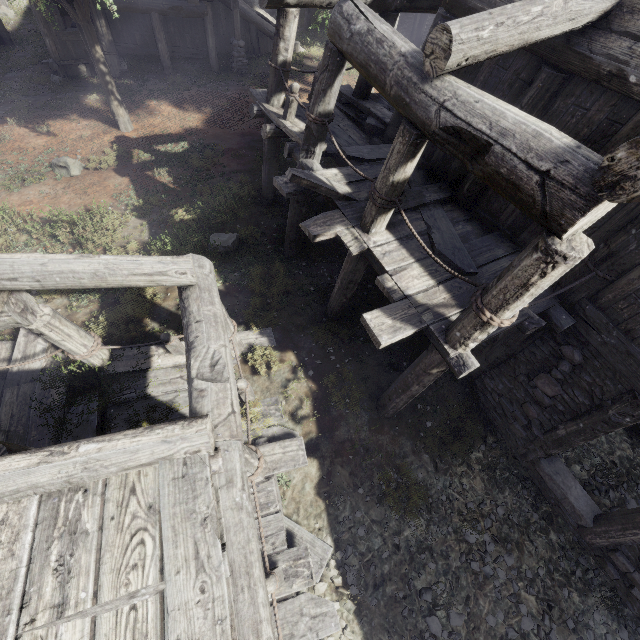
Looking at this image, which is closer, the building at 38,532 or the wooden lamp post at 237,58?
the building at 38,532

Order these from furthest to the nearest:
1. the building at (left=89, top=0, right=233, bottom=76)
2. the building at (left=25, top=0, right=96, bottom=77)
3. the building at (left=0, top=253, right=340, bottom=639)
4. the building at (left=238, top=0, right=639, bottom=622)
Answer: the building at (left=89, top=0, right=233, bottom=76) → the building at (left=25, top=0, right=96, bottom=77) → the building at (left=238, top=0, right=639, bottom=622) → the building at (left=0, top=253, right=340, bottom=639)

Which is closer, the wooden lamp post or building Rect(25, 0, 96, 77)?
building Rect(25, 0, 96, 77)

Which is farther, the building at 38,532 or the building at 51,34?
the building at 51,34

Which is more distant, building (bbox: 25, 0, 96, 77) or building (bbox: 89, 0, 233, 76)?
building (bbox: 89, 0, 233, 76)

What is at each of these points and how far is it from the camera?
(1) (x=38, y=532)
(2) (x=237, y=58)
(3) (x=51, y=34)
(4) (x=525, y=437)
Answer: (1) building, 2.39m
(2) wooden lamp post, 15.77m
(3) building, 13.46m
(4) building, 6.16m
